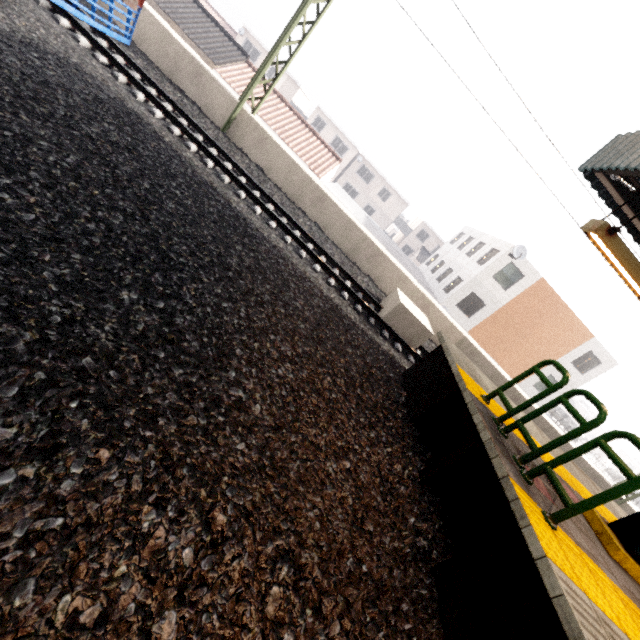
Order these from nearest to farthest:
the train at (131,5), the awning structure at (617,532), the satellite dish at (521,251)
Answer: the awning structure at (617,532)
the train at (131,5)
the satellite dish at (521,251)

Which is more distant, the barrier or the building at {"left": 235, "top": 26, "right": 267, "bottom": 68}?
the building at {"left": 235, "top": 26, "right": 267, "bottom": 68}

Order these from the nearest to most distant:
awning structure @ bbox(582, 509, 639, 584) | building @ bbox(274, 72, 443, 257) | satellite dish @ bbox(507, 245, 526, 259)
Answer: awning structure @ bbox(582, 509, 639, 584) → satellite dish @ bbox(507, 245, 526, 259) → building @ bbox(274, 72, 443, 257)

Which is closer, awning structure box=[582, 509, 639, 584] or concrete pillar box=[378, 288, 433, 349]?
awning structure box=[582, 509, 639, 584]

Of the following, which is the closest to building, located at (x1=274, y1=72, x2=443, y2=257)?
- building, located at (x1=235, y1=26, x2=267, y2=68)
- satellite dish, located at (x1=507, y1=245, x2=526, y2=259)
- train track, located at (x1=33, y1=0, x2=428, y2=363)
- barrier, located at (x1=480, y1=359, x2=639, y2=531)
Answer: building, located at (x1=235, y1=26, x2=267, y2=68)

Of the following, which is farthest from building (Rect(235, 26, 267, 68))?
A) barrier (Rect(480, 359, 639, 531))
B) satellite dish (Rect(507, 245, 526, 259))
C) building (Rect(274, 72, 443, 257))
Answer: barrier (Rect(480, 359, 639, 531))

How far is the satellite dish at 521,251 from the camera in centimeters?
2055cm

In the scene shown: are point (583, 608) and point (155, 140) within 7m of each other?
no
